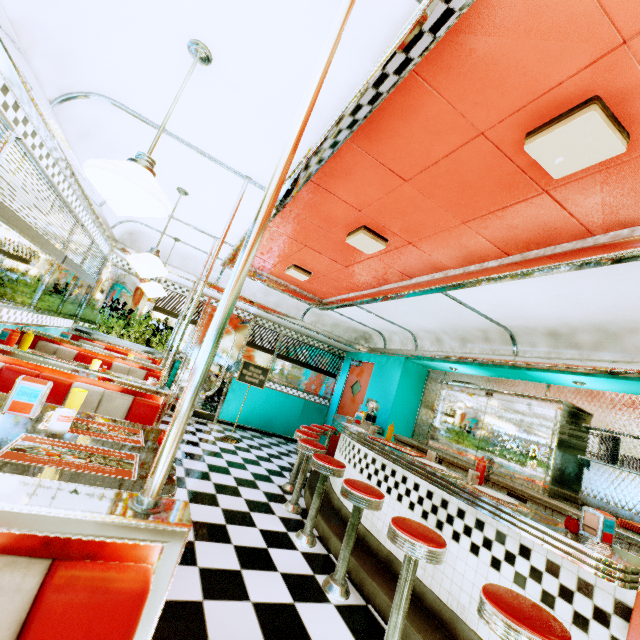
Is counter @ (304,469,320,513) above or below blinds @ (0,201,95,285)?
below

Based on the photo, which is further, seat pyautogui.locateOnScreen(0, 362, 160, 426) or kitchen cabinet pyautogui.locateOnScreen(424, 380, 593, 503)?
kitchen cabinet pyautogui.locateOnScreen(424, 380, 593, 503)

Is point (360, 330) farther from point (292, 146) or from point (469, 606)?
point (292, 146)

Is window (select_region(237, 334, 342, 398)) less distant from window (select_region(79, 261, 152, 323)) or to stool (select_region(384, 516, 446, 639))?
window (select_region(79, 261, 152, 323))

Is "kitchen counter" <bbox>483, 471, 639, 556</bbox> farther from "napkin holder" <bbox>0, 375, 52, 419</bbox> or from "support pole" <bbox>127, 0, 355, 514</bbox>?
"napkin holder" <bbox>0, 375, 52, 419</bbox>

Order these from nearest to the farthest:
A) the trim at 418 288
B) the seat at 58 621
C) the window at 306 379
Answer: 1. the seat at 58 621
2. the trim at 418 288
3. the window at 306 379

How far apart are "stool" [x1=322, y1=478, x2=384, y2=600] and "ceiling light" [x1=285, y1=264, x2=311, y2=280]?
3.2 meters

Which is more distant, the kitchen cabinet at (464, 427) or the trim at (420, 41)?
the kitchen cabinet at (464, 427)
